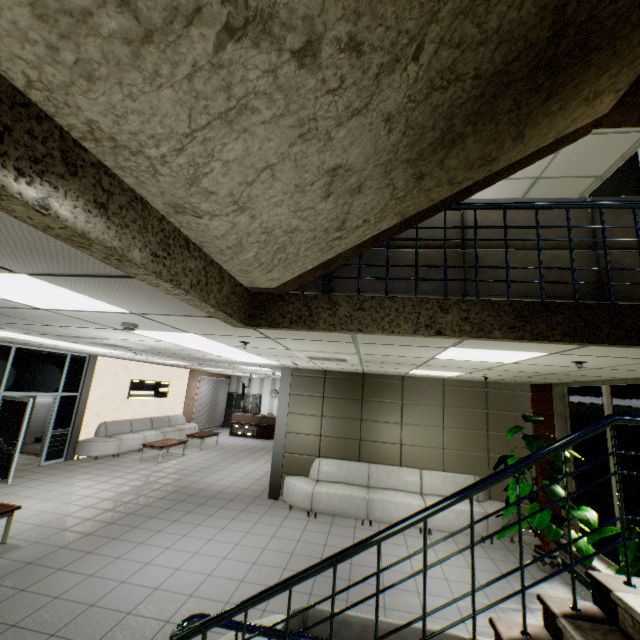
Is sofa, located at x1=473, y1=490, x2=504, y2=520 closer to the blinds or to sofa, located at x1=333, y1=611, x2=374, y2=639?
sofa, located at x1=333, y1=611, x2=374, y2=639

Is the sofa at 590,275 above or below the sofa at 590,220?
below

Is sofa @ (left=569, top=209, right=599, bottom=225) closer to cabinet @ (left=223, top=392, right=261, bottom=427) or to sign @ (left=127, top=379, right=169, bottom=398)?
sign @ (left=127, top=379, right=169, bottom=398)

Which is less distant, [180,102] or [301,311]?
[180,102]

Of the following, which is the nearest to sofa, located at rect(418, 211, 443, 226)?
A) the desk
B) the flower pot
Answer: the flower pot

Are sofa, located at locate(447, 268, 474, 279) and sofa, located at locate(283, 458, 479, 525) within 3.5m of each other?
no

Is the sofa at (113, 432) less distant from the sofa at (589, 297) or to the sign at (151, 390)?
the sign at (151, 390)

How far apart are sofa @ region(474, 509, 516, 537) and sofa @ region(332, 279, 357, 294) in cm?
504
